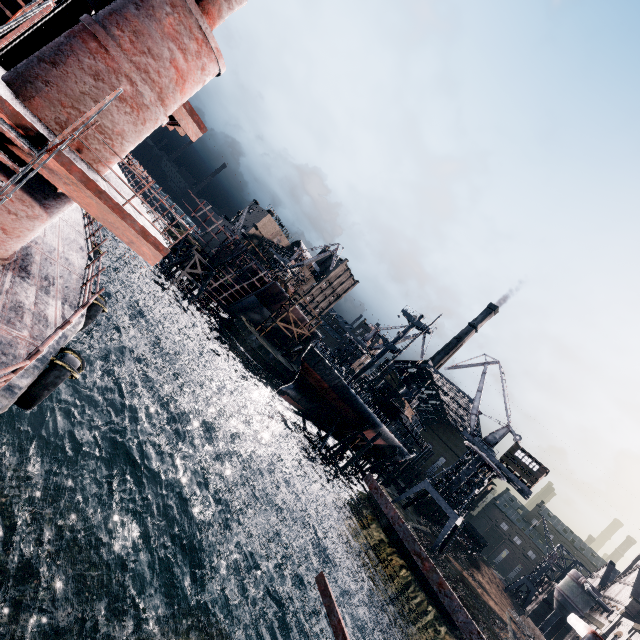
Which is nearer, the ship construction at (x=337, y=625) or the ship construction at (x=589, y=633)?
the ship construction at (x=589, y=633)

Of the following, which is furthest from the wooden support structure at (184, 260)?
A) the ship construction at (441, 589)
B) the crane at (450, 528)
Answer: the ship construction at (441, 589)

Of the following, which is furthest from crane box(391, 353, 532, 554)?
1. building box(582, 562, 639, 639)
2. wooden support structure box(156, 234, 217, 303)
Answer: wooden support structure box(156, 234, 217, 303)

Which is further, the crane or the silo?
the silo

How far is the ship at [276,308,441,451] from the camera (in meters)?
42.48

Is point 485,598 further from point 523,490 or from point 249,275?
point 249,275

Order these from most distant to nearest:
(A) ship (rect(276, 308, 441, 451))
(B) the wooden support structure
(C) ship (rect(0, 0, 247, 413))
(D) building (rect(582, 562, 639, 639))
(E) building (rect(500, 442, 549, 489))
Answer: (B) the wooden support structure
(D) building (rect(582, 562, 639, 639))
(A) ship (rect(276, 308, 441, 451))
(E) building (rect(500, 442, 549, 489))
(C) ship (rect(0, 0, 247, 413))

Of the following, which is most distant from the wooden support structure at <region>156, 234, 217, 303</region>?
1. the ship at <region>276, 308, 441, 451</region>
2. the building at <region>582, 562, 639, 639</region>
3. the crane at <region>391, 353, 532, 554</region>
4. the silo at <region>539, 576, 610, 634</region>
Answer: the silo at <region>539, 576, 610, 634</region>
